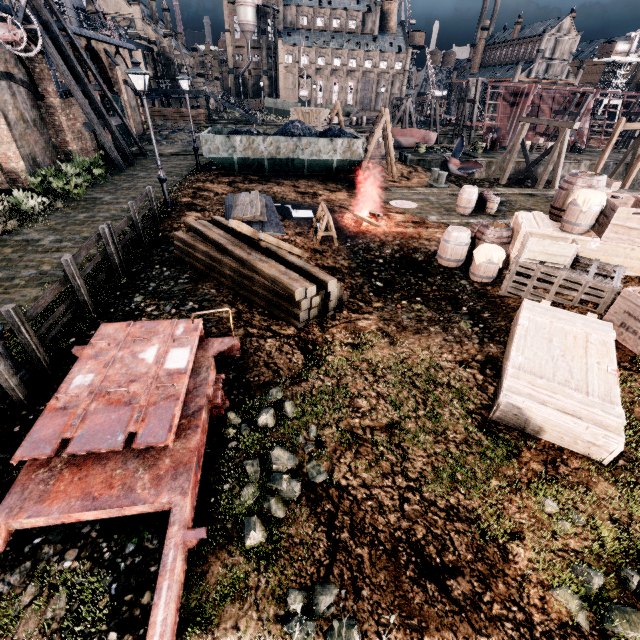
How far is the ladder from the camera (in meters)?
21.23

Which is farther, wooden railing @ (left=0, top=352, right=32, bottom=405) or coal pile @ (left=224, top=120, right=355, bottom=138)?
coal pile @ (left=224, top=120, right=355, bottom=138)

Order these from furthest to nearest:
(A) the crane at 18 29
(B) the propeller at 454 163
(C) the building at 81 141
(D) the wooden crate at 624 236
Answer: (B) the propeller at 454 163 → (C) the building at 81 141 → (A) the crane at 18 29 → (D) the wooden crate at 624 236

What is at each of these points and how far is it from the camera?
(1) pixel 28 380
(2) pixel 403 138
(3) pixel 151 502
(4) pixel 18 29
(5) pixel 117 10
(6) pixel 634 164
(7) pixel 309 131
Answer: (1) street light, 6.2 meters
(2) boat, 36.8 meters
(3) rail car base, 3.9 meters
(4) crane, 15.8 meters
(5) building, 54.6 meters
(6) wooden support structure, 26.6 meters
(7) coal pile, 22.2 meters

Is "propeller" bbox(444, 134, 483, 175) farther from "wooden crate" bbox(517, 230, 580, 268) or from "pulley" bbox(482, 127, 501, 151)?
"wooden crate" bbox(517, 230, 580, 268)

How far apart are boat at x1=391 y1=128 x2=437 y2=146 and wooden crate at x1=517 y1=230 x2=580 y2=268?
33.5m

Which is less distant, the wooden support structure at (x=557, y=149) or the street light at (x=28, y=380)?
the street light at (x=28, y=380)

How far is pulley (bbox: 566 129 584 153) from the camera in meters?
39.8
